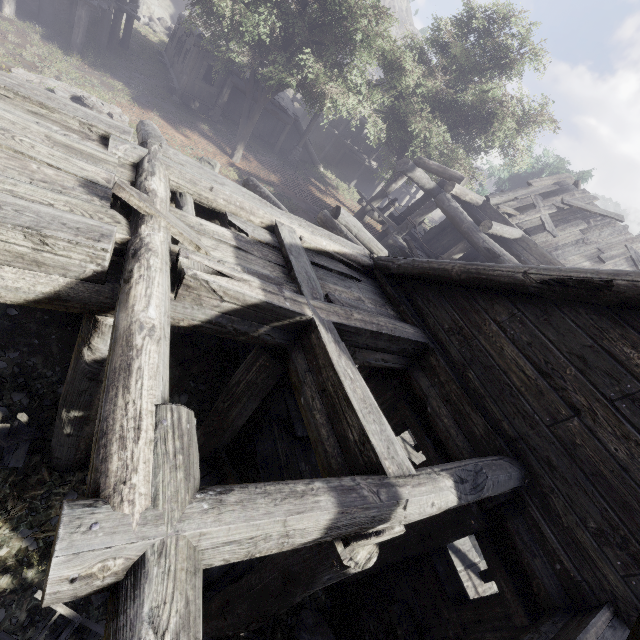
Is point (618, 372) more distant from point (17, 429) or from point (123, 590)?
point (17, 429)

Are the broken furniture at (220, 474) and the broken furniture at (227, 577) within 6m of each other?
yes

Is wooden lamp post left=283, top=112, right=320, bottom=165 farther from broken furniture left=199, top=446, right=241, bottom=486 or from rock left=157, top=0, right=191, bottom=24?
broken furniture left=199, top=446, right=241, bottom=486

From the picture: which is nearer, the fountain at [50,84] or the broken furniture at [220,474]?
the broken furniture at [220,474]

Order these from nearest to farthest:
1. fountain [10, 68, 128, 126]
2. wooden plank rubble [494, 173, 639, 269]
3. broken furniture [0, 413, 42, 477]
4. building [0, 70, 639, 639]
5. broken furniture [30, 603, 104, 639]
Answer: building [0, 70, 639, 639] < broken furniture [30, 603, 104, 639] < broken furniture [0, 413, 42, 477] < fountain [10, 68, 128, 126] < wooden plank rubble [494, 173, 639, 269]

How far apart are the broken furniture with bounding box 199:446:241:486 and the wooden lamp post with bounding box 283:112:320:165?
22.1 meters

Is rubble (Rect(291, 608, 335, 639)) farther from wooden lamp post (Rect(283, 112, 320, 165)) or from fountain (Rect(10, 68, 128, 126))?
wooden lamp post (Rect(283, 112, 320, 165))

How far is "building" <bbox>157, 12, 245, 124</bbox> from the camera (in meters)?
18.06
